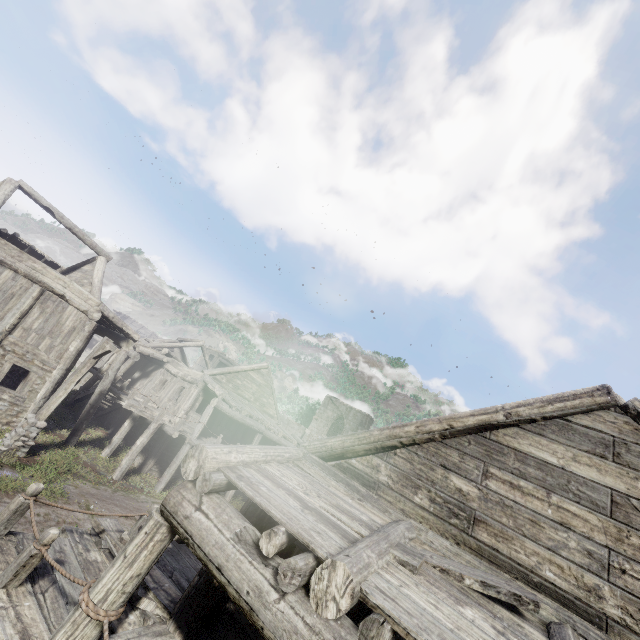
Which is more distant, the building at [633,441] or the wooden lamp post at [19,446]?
the wooden lamp post at [19,446]

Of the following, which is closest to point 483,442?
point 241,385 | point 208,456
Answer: point 208,456

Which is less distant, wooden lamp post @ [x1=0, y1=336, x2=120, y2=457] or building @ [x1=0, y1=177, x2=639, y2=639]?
building @ [x1=0, y1=177, x2=639, y2=639]
